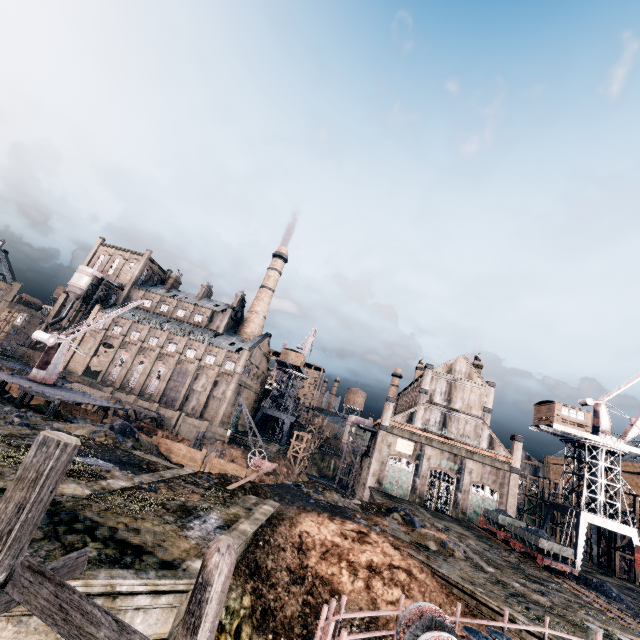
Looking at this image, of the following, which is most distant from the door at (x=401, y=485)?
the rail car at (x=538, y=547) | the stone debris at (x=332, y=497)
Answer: the stone debris at (x=332, y=497)

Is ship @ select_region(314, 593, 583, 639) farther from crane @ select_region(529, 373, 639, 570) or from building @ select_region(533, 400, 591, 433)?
building @ select_region(533, 400, 591, 433)

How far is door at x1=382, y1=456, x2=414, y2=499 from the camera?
46.52m

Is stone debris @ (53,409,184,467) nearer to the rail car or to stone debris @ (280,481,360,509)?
stone debris @ (280,481,360,509)

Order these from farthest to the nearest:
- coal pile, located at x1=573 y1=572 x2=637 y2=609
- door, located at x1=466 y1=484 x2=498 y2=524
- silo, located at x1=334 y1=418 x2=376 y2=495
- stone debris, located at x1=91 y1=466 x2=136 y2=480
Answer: silo, located at x1=334 y1=418 x2=376 y2=495, door, located at x1=466 y1=484 x2=498 y2=524, coal pile, located at x1=573 y1=572 x2=637 y2=609, stone debris, located at x1=91 y1=466 x2=136 y2=480

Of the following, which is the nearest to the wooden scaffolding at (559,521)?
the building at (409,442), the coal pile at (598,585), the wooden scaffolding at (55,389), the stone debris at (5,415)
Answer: the building at (409,442)

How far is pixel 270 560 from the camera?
16.7 meters

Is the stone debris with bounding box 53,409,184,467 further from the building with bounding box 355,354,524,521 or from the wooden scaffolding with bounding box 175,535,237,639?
the building with bounding box 355,354,524,521
